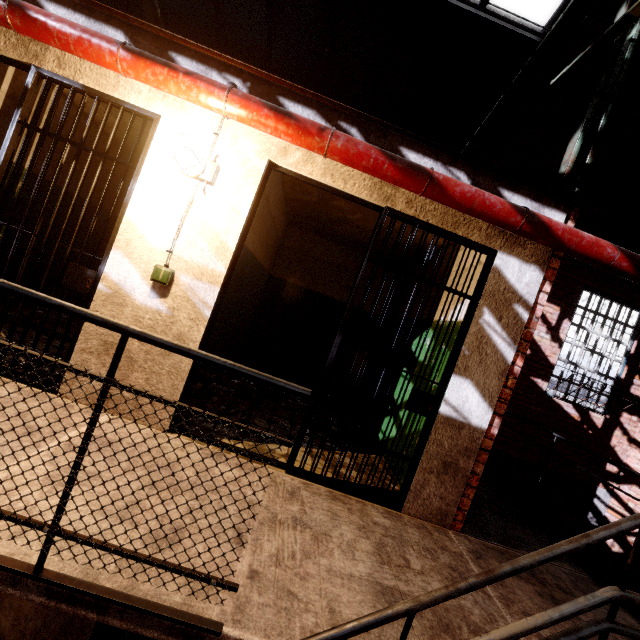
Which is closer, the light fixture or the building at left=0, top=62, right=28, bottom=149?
the light fixture

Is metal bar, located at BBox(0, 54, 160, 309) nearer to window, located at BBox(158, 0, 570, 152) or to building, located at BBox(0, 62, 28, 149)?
building, located at BBox(0, 62, 28, 149)

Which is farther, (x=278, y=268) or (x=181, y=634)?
(x=278, y=268)

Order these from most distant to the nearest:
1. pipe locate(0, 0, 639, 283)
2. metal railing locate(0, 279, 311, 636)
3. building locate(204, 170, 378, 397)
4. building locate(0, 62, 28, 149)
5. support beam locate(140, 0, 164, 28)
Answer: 1. support beam locate(140, 0, 164, 28)
2. building locate(204, 170, 378, 397)
3. building locate(0, 62, 28, 149)
4. pipe locate(0, 0, 639, 283)
5. metal railing locate(0, 279, 311, 636)

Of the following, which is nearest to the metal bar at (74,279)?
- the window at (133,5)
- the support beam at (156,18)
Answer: the support beam at (156,18)

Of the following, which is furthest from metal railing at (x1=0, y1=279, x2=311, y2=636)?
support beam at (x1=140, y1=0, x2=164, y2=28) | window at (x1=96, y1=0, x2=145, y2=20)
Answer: window at (x1=96, y1=0, x2=145, y2=20)

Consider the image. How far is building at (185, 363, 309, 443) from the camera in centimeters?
348cm

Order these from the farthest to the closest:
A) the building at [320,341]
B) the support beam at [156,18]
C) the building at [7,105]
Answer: the support beam at [156,18] < the building at [320,341] < the building at [7,105]
